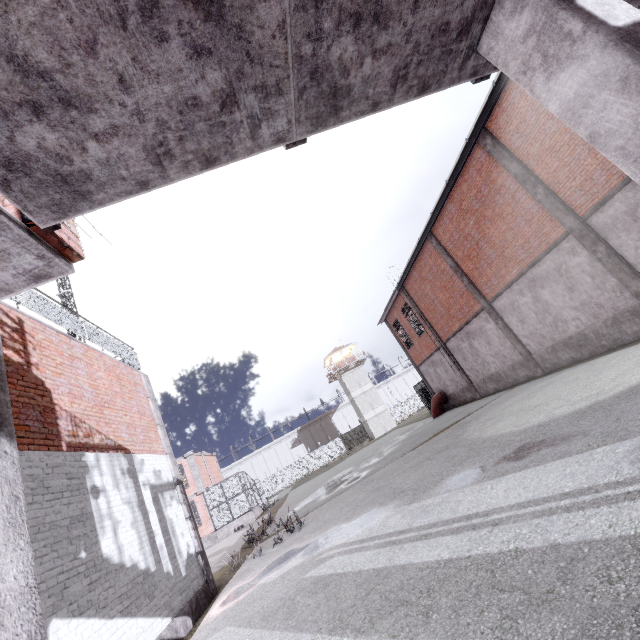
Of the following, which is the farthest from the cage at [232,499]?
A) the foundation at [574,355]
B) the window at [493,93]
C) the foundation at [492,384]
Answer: the foundation at [492,384]

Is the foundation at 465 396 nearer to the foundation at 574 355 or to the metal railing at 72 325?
the foundation at 574 355

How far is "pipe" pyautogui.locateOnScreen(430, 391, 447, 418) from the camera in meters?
23.9

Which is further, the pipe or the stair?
the stair

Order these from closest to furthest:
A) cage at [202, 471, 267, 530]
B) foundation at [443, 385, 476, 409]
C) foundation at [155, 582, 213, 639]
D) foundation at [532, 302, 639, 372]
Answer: foundation at [155, 582, 213, 639], foundation at [532, 302, 639, 372], foundation at [443, 385, 476, 409], cage at [202, 471, 267, 530]

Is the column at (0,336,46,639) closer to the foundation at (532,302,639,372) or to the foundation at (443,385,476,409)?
the foundation at (532,302,639,372)

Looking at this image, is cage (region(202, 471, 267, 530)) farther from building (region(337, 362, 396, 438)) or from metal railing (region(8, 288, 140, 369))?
building (region(337, 362, 396, 438))

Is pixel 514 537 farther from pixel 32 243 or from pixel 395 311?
pixel 395 311
